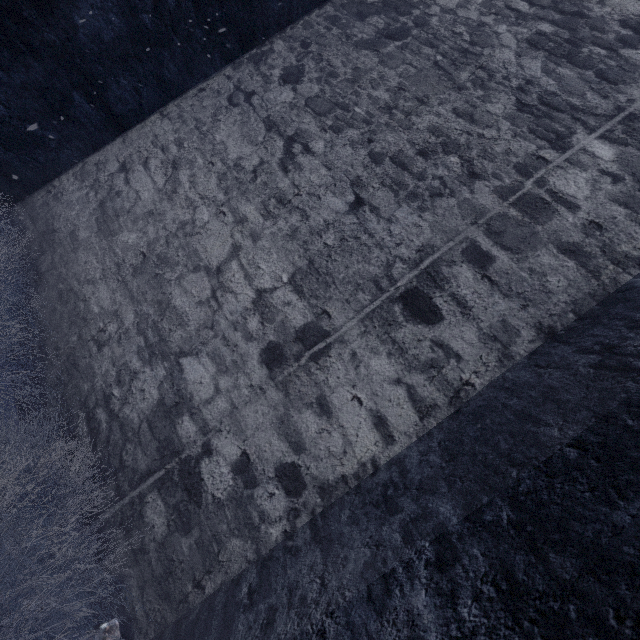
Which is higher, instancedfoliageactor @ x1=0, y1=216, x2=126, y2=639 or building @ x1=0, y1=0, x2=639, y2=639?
building @ x1=0, y1=0, x2=639, y2=639

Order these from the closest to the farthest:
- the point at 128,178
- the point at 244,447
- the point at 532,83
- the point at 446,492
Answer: the point at 446,492
the point at 244,447
the point at 532,83
the point at 128,178

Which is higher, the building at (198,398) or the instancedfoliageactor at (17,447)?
the building at (198,398)
